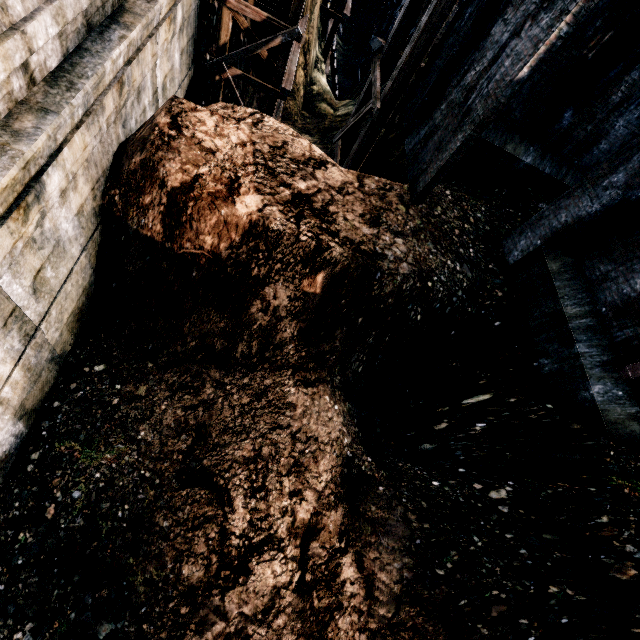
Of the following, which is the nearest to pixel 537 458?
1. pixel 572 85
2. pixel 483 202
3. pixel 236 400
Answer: pixel 236 400

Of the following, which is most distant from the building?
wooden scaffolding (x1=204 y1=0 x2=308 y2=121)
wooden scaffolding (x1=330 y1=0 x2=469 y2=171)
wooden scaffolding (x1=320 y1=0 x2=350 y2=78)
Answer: wooden scaffolding (x1=320 y1=0 x2=350 y2=78)

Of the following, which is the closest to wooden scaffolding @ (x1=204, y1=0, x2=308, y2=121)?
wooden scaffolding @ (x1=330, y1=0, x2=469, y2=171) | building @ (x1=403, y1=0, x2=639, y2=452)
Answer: wooden scaffolding @ (x1=330, y1=0, x2=469, y2=171)

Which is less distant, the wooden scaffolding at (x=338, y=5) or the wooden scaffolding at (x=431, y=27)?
the wooden scaffolding at (x=431, y=27)

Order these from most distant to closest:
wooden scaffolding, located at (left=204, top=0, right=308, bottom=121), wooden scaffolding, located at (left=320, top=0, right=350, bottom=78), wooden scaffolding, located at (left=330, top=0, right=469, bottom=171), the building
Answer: wooden scaffolding, located at (left=320, top=0, right=350, bottom=78) → wooden scaffolding, located at (left=204, top=0, right=308, bottom=121) → wooden scaffolding, located at (left=330, top=0, right=469, bottom=171) → the building

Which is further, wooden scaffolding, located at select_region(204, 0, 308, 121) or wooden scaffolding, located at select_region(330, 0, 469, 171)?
wooden scaffolding, located at select_region(204, 0, 308, 121)

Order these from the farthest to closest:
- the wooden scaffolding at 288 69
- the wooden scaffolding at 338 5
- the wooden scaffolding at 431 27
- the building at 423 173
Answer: the wooden scaffolding at 338 5
the wooden scaffolding at 288 69
the wooden scaffolding at 431 27
the building at 423 173

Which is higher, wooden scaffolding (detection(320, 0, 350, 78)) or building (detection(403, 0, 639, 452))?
building (detection(403, 0, 639, 452))
